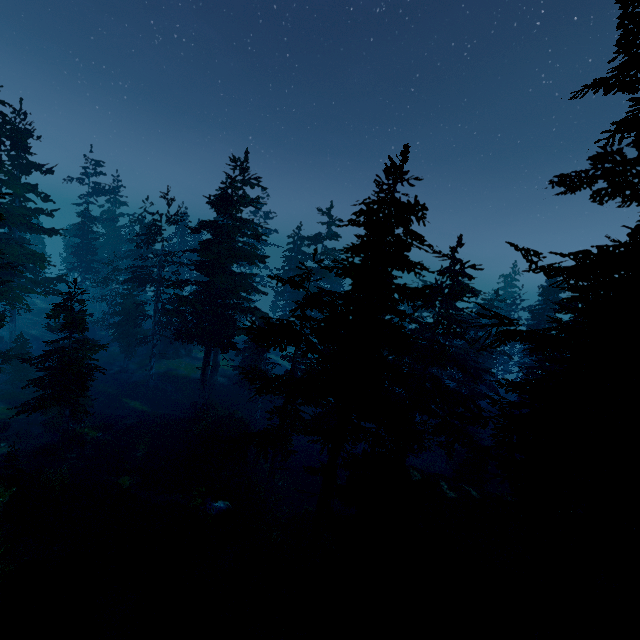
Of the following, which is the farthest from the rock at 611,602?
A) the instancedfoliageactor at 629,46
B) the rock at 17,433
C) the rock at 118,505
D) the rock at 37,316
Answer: the rock at 37,316

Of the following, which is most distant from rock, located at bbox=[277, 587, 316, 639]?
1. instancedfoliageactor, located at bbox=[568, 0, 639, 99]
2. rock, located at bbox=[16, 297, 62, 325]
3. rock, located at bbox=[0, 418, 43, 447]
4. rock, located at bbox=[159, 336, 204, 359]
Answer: rock, located at bbox=[16, 297, 62, 325]

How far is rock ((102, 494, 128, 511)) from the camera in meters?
17.2 m

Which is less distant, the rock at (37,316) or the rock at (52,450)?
the rock at (52,450)

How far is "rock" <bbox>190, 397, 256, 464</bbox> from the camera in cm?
2408

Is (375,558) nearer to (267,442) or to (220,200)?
(267,442)

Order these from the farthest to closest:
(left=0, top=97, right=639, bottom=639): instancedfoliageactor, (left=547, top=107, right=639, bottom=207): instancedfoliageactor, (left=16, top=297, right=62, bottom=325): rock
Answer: (left=16, top=297, right=62, bottom=325): rock < (left=0, top=97, right=639, bottom=639): instancedfoliageactor < (left=547, top=107, right=639, bottom=207): instancedfoliageactor
